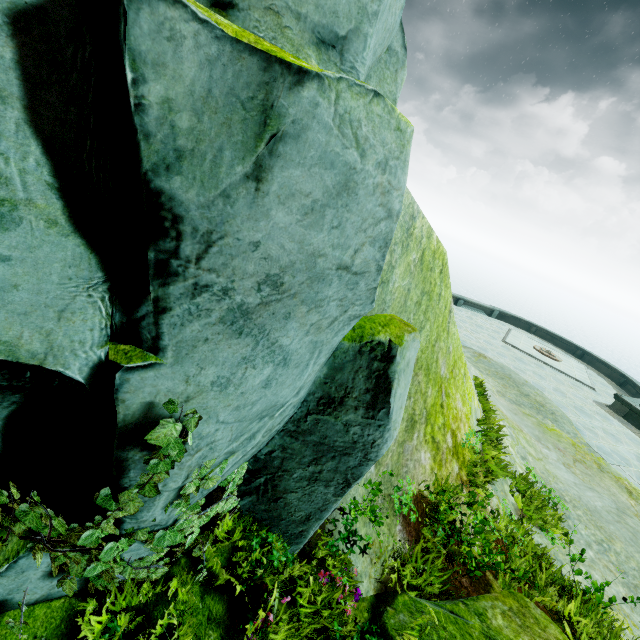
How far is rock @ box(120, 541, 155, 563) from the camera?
2.7m

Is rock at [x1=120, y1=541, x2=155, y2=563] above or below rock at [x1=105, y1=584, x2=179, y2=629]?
above

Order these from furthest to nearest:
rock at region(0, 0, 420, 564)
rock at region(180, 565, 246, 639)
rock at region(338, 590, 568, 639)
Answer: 1. rock at region(338, 590, 568, 639)
2. rock at region(180, 565, 246, 639)
3. rock at region(0, 0, 420, 564)

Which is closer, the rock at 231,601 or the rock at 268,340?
the rock at 268,340

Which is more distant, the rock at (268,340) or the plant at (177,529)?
the plant at (177,529)

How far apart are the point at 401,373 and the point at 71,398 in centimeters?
268cm
